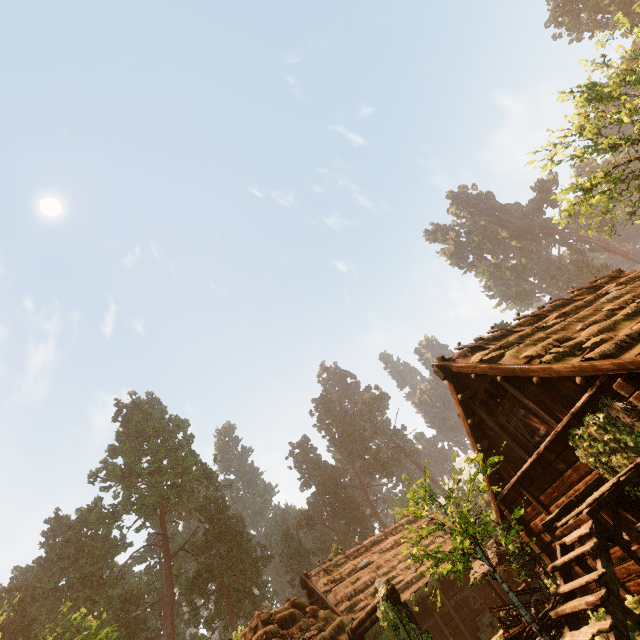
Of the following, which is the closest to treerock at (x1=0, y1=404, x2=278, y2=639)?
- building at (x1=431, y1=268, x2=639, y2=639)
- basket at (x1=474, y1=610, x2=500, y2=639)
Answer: building at (x1=431, y1=268, x2=639, y2=639)

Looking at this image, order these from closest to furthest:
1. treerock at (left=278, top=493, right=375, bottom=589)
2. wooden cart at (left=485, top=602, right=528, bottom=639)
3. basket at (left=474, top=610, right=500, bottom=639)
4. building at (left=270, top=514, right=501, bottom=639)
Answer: wooden cart at (left=485, top=602, right=528, bottom=639) < building at (left=270, top=514, right=501, bottom=639) < basket at (left=474, top=610, right=500, bottom=639) < treerock at (left=278, top=493, right=375, bottom=589)

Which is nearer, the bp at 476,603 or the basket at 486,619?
the basket at 486,619

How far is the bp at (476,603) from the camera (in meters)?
19.92

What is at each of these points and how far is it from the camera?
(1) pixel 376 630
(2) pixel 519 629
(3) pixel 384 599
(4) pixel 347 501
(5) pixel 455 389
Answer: (1) building, 17.31m
(2) wooden cart, 9.81m
(3) fence arch, 9.48m
(4) treerock, 59.53m
(5) building, 12.34m

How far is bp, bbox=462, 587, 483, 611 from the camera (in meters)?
19.92

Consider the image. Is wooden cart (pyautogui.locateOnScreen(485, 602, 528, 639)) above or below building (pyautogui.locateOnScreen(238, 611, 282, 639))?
below

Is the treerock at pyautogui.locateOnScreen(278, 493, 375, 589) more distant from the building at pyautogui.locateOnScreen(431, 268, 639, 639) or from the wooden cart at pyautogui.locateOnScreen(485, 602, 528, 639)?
the wooden cart at pyautogui.locateOnScreen(485, 602, 528, 639)
